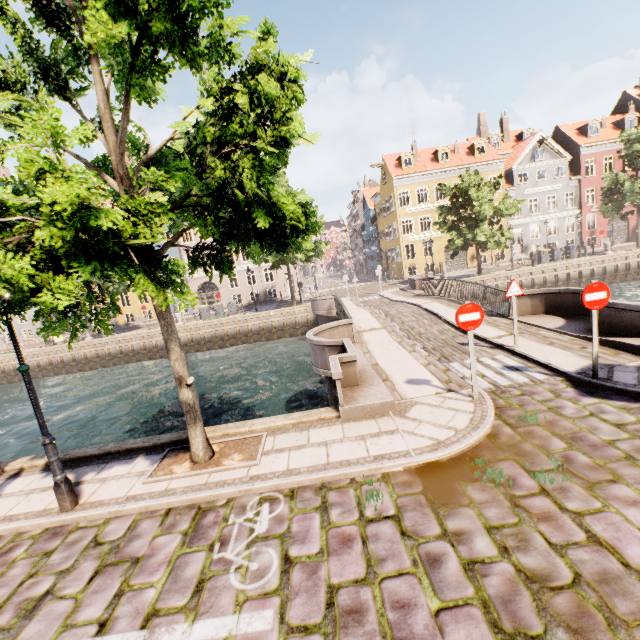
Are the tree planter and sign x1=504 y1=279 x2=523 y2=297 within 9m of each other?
yes

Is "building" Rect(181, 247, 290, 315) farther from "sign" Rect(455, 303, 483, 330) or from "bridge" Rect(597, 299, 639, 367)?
"sign" Rect(455, 303, 483, 330)

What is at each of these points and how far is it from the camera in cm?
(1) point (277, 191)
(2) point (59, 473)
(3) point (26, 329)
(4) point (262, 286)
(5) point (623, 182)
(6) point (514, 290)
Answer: (1) tree, 458
(2) street light, 495
(3) building, 3612
(4) building, 3581
(5) tree, 2700
(6) sign, 862

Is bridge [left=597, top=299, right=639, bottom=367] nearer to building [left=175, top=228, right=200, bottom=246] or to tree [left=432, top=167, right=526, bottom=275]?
tree [left=432, top=167, right=526, bottom=275]

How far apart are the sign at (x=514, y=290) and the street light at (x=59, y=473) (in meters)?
10.09

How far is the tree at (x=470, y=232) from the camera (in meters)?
24.53

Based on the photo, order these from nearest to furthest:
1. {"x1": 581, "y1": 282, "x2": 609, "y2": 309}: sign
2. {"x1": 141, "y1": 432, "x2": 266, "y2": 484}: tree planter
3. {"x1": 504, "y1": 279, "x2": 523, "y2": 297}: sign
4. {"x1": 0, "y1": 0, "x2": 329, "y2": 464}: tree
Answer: {"x1": 0, "y1": 0, "x2": 329, "y2": 464}: tree → {"x1": 141, "y1": 432, "x2": 266, "y2": 484}: tree planter → {"x1": 581, "y1": 282, "x2": 609, "y2": 309}: sign → {"x1": 504, "y1": 279, "x2": 523, "y2": 297}: sign

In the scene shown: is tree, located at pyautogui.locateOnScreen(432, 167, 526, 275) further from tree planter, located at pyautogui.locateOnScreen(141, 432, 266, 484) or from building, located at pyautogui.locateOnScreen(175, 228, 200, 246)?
building, located at pyautogui.locateOnScreen(175, 228, 200, 246)
